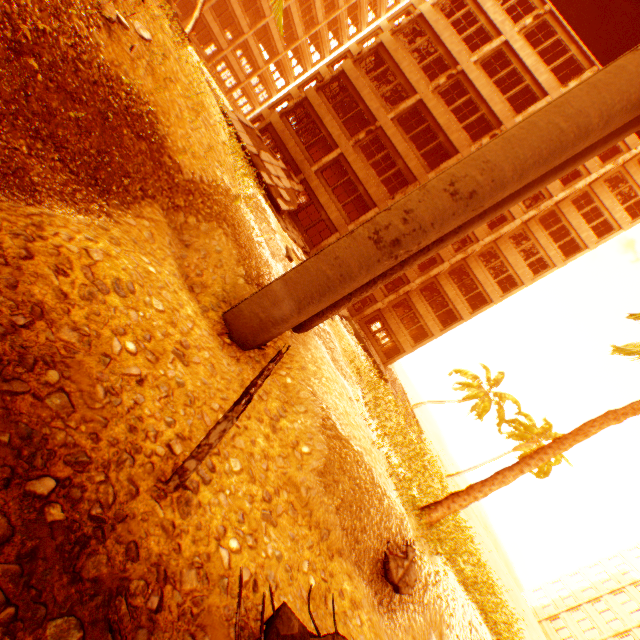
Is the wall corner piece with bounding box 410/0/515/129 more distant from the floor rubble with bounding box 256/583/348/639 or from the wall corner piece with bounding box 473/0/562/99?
the floor rubble with bounding box 256/583/348/639

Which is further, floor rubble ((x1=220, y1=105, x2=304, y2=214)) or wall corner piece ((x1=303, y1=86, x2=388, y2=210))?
wall corner piece ((x1=303, y1=86, x2=388, y2=210))

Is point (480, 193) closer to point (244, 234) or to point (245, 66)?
point (244, 234)

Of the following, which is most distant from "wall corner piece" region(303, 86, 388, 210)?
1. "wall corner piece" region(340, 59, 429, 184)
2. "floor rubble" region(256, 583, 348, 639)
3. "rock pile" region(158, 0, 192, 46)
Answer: "floor rubble" region(256, 583, 348, 639)

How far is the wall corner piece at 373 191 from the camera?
21.2 meters

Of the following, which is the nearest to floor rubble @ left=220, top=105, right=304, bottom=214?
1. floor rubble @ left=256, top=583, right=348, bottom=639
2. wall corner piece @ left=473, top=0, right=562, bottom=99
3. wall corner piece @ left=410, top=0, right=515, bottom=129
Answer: wall corner piece @ left=410, top=0, right=515, bottom=129

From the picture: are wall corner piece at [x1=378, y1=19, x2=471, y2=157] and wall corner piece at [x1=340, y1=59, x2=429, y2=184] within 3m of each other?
yes

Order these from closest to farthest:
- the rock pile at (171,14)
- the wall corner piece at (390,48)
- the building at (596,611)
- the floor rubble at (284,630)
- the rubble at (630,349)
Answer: the floor rubble at (284,630)
the rock pile at (171,14)
the rubble at (630,349)
the wall corner piece at (390,48)
the building at (596,611)
